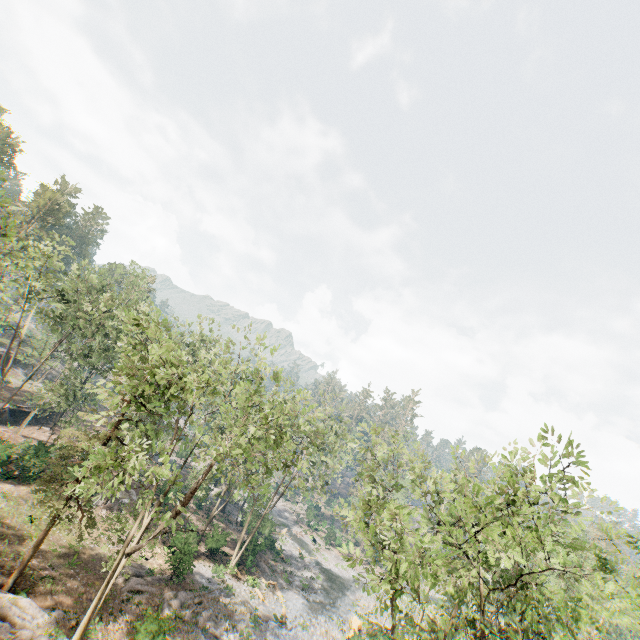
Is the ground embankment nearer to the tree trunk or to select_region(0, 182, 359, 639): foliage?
select_region(0, 182, 359, 639): foliage

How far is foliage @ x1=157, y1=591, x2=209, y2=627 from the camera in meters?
23.1

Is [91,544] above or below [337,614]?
above

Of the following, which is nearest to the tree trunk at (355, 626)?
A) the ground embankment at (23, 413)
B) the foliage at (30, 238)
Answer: the foliage at (30, 238)

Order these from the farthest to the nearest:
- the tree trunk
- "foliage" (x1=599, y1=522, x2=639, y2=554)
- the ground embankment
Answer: the ground embankment, the tree trunk, "foliage" (x1=599, y1=522, x2=639, y2=554)

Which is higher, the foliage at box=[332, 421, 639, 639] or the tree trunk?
the foliage at box=[332, 421, 639, 639]

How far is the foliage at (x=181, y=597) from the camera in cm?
2312

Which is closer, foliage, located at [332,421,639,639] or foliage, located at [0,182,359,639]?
Result: foliage, located at [332,421,639,639]
